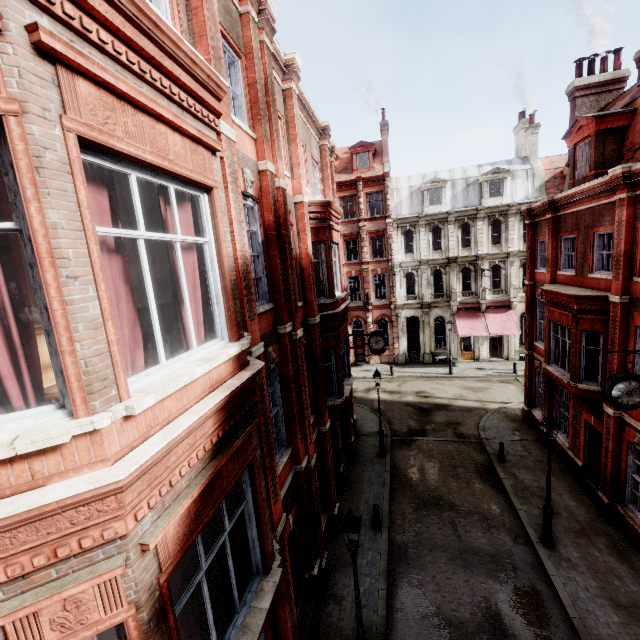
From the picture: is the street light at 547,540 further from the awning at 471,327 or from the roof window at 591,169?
the awning at 471,327

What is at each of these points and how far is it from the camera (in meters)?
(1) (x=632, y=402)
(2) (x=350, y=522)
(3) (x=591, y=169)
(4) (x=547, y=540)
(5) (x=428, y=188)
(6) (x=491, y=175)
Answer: (1) clock, 8.44
(2) street light, 6.79
(3) roof window, 13.17
(4) street light, 10.91
(5) roof window, 29.59
(6) roof window, 28.17

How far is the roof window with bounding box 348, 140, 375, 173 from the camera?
30.8 meters

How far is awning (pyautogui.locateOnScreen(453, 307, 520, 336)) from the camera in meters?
27.5

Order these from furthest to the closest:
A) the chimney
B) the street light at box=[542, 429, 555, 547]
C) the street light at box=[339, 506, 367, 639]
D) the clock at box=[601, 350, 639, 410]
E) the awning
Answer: the awning < the chimney < the street light at box=[542, 429, 555, 547] < the clock at box=[601, 350, 639, 410] < the street light at box=[339, 506, 367, 639]

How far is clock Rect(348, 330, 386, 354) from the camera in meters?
18.2 m

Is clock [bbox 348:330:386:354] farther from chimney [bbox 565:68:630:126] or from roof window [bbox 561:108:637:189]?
chimney [bbox 565:68:630:126]

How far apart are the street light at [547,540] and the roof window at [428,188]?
24.03m
